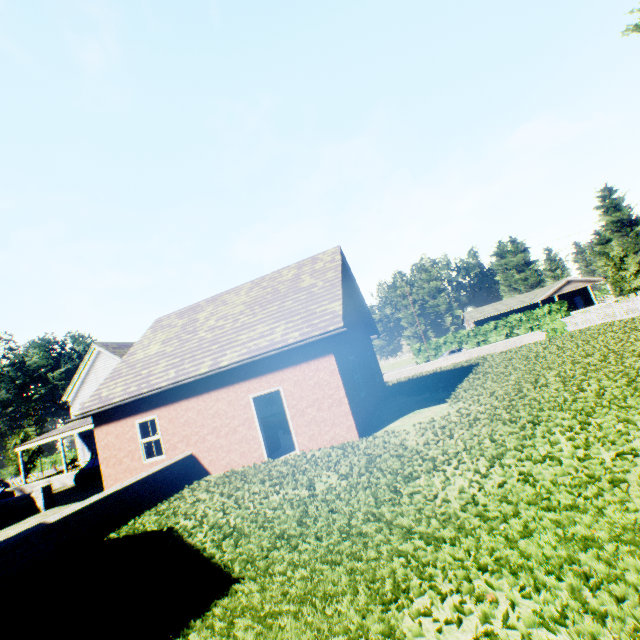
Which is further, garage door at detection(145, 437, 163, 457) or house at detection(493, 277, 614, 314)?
house at detection(493, 277, 614, 314)

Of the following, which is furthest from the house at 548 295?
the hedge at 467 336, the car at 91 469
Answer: the car at 91 469

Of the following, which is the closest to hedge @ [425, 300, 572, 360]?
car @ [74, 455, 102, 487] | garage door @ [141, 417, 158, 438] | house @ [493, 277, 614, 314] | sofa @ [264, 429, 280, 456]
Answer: house @ [493, 277, 614, 314]

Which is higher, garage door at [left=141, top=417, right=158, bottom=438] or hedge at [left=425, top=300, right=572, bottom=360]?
garage door at [left=141, top=417, right=158, bottom=438]

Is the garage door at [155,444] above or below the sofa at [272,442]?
above

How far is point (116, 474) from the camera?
12.20m

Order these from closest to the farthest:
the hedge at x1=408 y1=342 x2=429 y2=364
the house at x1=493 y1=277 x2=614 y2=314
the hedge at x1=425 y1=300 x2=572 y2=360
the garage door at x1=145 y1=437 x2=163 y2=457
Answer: the garage door at x1=145 y1=437 x2=163 y2=457 → the hedge at x1=425 y1=300 x2=572 y2=360 → the hedge at x1=408 y1=342 x2=429 y2=364 → the house at x1=493 y1=277 x2=614 y2=314

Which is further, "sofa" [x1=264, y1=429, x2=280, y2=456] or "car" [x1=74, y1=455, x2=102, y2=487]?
"car" [x1=74, y1=455, x2=102, y2=487]
